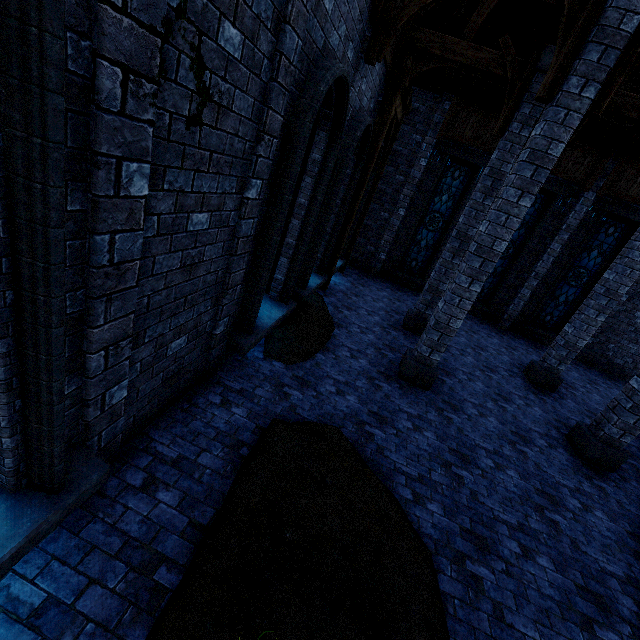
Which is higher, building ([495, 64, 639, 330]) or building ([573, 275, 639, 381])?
building ([495, 64, 639, 330])

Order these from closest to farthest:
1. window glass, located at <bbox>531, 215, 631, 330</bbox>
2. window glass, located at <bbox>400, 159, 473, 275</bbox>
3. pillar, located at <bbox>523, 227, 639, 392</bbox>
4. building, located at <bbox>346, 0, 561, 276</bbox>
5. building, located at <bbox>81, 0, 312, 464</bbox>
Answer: building, located at <bbox>81, 0, 312, 464</bbox>
building, located at <bbox>346, 0, 561, 276</bbox>
pillar, located at <bbox>523, 227, 639, 392</bbox>
window glass, located at <bbox>531, 215, 631, 330</bbox>
window glass, located at <bbox>400, 159, 473, 275</bbox>

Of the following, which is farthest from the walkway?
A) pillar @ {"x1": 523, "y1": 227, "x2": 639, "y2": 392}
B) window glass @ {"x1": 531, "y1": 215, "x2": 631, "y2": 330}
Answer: window glass @ {"x1": 531, "y1": 215, "x2": 631, "y2": 330}

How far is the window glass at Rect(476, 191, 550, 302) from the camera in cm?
1230

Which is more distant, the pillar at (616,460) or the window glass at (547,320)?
the window glass at (547,320)

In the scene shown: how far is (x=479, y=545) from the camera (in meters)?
4.04

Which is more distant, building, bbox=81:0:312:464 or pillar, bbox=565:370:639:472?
pillar, bbox=565:370:639:472

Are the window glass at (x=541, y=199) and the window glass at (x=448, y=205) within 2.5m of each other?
yes
